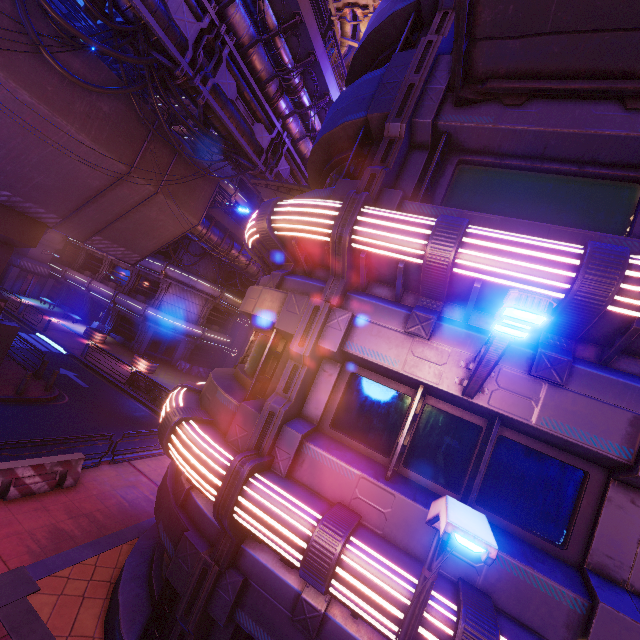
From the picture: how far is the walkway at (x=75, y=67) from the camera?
10.89m

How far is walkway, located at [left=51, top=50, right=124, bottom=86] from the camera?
10.89m

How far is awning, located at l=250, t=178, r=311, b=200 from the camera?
12.91m

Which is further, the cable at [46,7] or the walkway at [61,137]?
the walkway at [61,137]

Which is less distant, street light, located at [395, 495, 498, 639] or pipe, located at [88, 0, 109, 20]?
street light, located at [395, 495, 498, 639]

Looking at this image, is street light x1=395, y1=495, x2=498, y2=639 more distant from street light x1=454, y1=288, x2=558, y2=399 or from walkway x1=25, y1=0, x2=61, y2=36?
walkway x1=25, y1=0, x2=61, y2=36

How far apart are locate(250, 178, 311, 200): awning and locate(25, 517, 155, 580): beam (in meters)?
12.03

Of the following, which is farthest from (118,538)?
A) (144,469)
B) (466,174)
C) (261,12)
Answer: (261,12)
